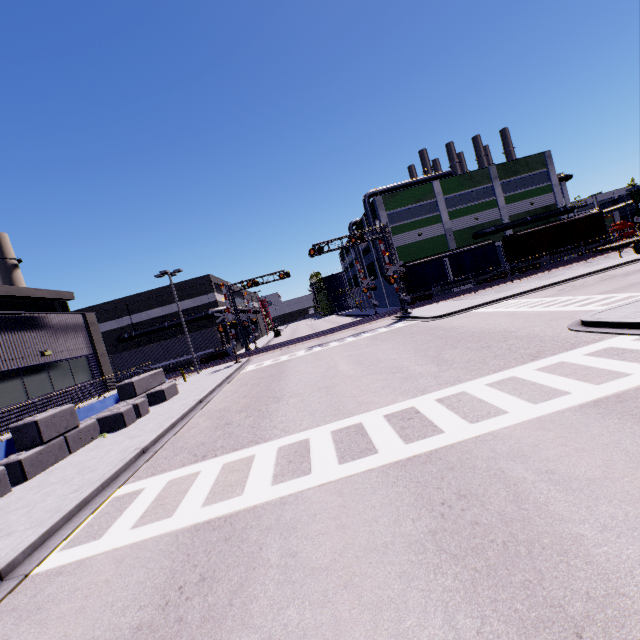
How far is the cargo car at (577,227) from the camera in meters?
38.2

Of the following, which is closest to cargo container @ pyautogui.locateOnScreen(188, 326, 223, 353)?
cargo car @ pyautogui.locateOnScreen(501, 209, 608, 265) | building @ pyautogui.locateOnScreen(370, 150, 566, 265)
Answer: building @ pyautogui.locateOnScreen(370, 150, 566, 265)

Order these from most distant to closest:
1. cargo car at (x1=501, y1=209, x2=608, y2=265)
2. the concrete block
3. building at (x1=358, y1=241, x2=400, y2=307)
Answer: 1. building at (x1=358, y1=241, x2=400, y2=307)
2. cargo car at (x1=501, y1=209, x2=608, y2=265)
3. the concrete block

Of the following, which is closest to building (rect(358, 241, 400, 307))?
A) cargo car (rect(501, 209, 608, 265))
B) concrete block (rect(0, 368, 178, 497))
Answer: concrete block (rect(0, 368, 178, 497))

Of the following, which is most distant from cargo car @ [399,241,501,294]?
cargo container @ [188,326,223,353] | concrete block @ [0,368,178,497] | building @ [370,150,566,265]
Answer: cargo container @ [188,326,223,353]

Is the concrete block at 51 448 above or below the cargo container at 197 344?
below

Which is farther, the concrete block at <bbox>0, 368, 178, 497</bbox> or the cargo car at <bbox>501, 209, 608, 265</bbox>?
Result: the cargo car at <bbox>501, 209, 608, 265</bbox>

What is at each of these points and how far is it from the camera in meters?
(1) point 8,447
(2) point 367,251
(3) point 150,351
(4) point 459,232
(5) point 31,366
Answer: (1) building, 11.1
(2) building, 53.9
(3) cargo container, 36.4
(4) building, 42.9
(5) building, 15.0
